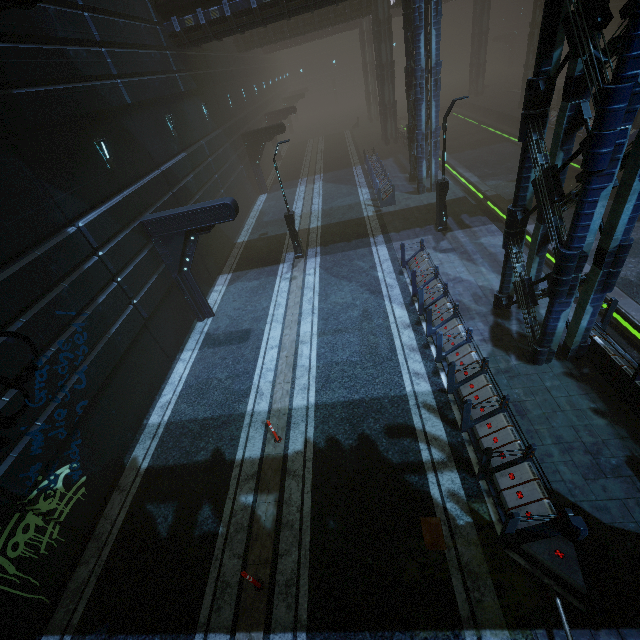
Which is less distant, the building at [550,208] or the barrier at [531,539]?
the barrier at [531,539]

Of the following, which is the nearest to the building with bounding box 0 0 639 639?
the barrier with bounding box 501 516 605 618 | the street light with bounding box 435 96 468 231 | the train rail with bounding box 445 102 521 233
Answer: the train rail with bounding box 445 102 521 233

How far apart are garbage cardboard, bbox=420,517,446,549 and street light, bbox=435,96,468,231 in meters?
13.4

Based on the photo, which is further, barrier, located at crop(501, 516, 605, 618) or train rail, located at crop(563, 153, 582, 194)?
train rail, located at crop(563, 153, 582, 194)

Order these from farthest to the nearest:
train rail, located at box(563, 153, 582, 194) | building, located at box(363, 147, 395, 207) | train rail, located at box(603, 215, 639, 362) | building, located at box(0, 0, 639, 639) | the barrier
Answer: building, located at box(363, 147, 395, 207)
train rail, located at box(563, 153, 582, 194)
train rail, located at box(603, 215, 639, 362)
building, located at box(0, 0, 639, 639)
the barrier

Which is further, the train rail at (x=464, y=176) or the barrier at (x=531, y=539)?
the train rail at (x=464, y=176)

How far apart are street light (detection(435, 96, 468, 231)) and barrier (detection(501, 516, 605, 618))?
13.5 meters

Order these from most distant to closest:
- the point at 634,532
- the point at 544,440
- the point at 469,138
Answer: the point at 469,138
the point at 544,440
the point at 634,532
